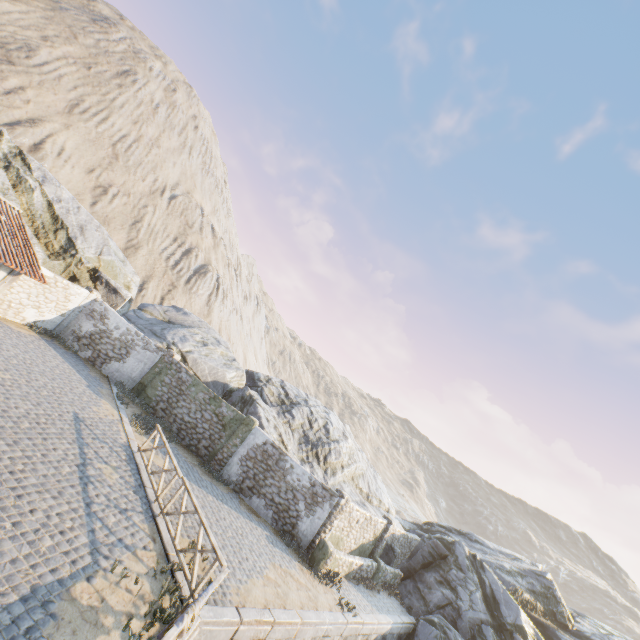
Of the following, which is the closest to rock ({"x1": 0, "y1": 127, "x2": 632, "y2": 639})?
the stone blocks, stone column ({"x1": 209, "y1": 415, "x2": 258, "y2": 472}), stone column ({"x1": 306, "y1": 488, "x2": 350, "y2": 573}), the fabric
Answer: the stone blocks

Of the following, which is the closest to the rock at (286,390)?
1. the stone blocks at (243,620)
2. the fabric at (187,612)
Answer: the stone blocks at (243,620)

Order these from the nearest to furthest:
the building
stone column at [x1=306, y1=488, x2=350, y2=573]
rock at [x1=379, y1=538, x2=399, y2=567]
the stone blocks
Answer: the stone blocks
the building
stone column at [x1=306, y1=488, x2=350, y2=573]
rock at [x1=379, y1=538, x2=399, y2=567]

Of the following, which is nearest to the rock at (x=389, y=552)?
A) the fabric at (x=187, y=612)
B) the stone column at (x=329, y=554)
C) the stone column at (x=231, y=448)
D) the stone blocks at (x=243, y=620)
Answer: the stone blocks at (x=243, y=620)

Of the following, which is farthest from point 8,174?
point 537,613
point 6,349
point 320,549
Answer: point 537,613

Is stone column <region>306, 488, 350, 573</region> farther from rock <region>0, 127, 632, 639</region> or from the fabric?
the fabric

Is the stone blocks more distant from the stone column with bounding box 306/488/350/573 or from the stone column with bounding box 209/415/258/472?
the stone column with bounding box 209/415/258/472

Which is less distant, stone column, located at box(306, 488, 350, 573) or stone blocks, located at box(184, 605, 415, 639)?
stone blocks, located at box(184, 605, 415, 639)
